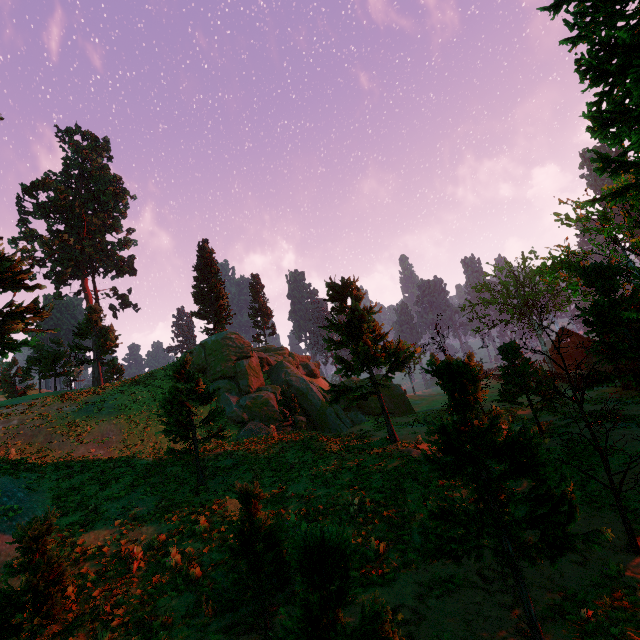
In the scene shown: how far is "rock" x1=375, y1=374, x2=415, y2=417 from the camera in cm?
3531

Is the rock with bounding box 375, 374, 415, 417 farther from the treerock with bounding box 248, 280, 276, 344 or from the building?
the building

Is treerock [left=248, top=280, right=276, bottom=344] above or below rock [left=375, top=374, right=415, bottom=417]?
above

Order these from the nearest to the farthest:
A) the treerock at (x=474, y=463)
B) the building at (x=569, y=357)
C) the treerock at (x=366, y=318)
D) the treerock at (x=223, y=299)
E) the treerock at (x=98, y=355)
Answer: the treerock at (x=474, y=463) → the treerock at (x=366, y=318) → the treerock at (x=98, y=355) → the treerock at (x=223, y=299) → the building at (x=569, y=357)

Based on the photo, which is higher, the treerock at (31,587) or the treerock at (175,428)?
the treerock at (175,428)

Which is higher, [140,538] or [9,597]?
Result: [9,597]

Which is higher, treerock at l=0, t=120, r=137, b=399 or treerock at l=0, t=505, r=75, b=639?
treerock at l=0, t=120, r=137, b=399
